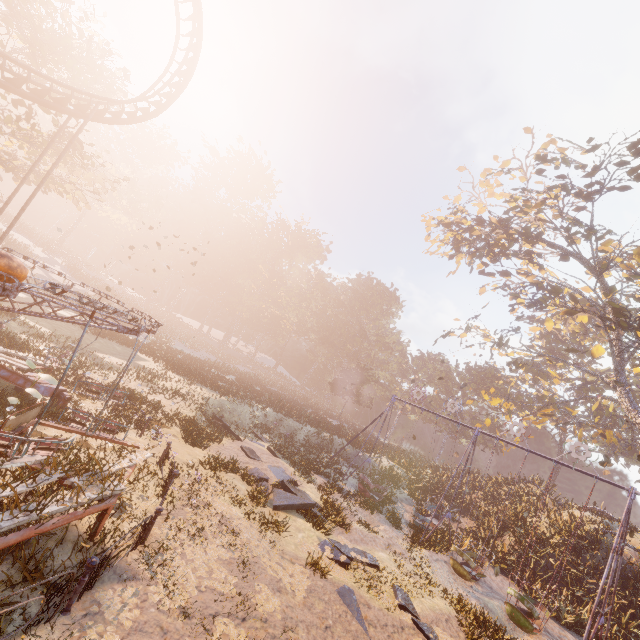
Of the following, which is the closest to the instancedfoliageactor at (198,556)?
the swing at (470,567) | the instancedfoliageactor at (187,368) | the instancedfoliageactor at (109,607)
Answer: the instancedfoliageactor at (109,607)

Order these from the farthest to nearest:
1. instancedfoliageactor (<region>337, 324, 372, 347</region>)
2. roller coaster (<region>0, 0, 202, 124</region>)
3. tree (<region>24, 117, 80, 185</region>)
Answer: instancedfoliageactor (<region>337, 324, 372, 347</region>) → tree (<region>24, 117, 80, 185</region>) → roller coaster (<region>0, 0, 202, 124</region>)

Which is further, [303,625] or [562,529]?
[562,529]

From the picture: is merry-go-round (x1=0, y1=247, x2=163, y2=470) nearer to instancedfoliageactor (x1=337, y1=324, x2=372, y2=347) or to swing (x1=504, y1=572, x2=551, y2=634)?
swing (x1=504, y1=572, x2=551, y2=634)

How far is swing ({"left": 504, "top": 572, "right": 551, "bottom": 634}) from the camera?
11.11m

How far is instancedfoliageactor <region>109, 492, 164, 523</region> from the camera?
6.7m

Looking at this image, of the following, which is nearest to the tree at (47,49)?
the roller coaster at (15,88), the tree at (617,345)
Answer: Result: the roller coaster at (15,88)

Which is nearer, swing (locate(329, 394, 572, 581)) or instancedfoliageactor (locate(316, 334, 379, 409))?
swing (locate(329, 394, 572, 581))
